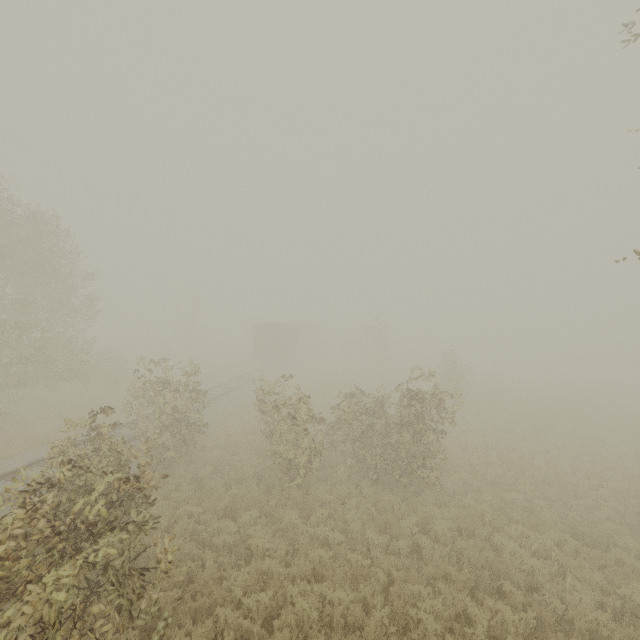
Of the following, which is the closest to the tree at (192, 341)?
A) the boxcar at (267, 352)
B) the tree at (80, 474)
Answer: the tree at (80, 474)

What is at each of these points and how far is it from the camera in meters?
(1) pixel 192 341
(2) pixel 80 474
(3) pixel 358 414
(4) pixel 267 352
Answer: (1) tree, 50.0
(2) tree, 6.8
(3) tree, 12.8
(4) boxcar, 34.5

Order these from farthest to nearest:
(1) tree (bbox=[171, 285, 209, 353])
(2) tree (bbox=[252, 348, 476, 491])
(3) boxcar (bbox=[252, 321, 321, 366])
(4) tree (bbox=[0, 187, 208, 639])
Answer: (1) tree (bbox=[171, 285, 209, 353]), (3) boxcar (bbox=[252, 321, 321, 366]), (2) tree (bbox=[252, 348, 476, 491]), (4) tree (bbox=[0, 187, 208, 639])

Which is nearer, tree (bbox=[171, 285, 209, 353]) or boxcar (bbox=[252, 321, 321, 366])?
boxcar (bbox=[252, 321, 321, 366])

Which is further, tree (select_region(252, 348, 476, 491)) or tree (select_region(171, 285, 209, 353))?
tree (select_region(171, 285, 209, 353))

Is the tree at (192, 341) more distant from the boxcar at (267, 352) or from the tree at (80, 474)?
the boxcar at (267, 352)

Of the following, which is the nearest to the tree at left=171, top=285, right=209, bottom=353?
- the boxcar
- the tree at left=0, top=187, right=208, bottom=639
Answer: the tree at left=0, top=187, right=208, bottom=639

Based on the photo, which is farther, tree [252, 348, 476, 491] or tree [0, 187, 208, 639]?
tree [252, 348, 476, 491]
